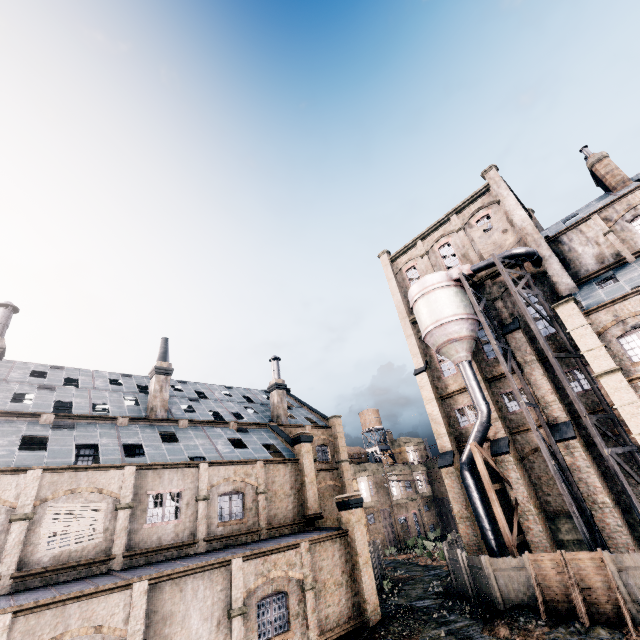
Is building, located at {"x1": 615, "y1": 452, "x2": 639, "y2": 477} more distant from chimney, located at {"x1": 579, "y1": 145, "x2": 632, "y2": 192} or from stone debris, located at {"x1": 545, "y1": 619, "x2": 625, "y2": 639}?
stone debris, located at {"x1": 545, "y1": 619, "x2": 625, "y2": 639}

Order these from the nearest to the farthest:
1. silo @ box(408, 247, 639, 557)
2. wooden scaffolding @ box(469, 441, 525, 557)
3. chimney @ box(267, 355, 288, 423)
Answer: silo @ box(408, 247, 639, 557)
wooden scaffolding @ box(469, 441, 525, 557)
chimney @ box(267, 355, 288, 423)

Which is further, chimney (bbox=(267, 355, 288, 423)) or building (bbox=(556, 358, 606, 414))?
chimney (bbox=(267, 355, 288, 423))

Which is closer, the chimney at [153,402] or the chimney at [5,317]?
the chimney at [5,317]

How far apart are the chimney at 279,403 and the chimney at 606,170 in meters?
35.1 m

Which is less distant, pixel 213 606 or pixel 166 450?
pixel 213 606

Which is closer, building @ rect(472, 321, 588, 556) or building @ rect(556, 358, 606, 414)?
building @ rect(472, 321, 588, 556)

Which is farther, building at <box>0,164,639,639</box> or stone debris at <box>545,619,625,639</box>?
building at <box>0,164,639,639</box>
